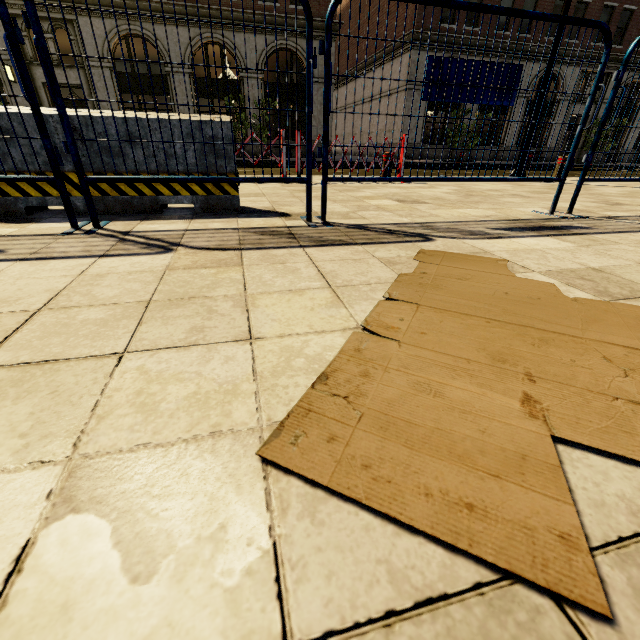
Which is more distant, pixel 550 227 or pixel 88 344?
pixel 550 227

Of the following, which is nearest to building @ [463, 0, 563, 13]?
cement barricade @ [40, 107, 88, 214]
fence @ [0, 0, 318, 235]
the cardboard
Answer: cement barricade @ [40, 107, 88, 214]

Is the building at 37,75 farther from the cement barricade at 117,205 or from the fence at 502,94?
the fence at 502,94

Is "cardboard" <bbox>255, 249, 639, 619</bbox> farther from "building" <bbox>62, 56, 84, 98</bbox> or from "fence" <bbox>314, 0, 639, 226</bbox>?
"building" <bbox>62, 56, 84, 98</bbox>

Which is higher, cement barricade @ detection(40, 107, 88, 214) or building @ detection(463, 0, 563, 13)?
building @ detection(463, 0, 563, 13)

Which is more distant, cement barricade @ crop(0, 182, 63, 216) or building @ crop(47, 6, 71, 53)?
building @ crop(47, 6, 71, 53)

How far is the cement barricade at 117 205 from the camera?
3.0 meters

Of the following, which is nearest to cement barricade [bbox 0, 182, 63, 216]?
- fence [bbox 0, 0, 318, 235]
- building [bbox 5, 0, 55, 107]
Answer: fence [bbox 0, 0, 318, 235]
